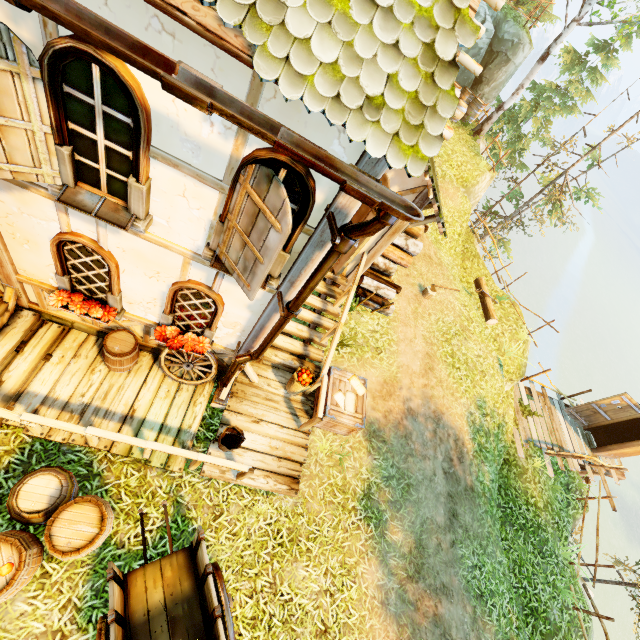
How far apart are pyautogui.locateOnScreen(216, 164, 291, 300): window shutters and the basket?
3.2m

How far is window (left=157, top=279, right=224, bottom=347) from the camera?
4.5 meters

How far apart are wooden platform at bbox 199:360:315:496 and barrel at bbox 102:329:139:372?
1.8 meters

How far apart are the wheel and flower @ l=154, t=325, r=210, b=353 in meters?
0.4

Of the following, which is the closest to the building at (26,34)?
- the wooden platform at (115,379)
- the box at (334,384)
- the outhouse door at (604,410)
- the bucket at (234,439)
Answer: the wooden platform at (115,379)

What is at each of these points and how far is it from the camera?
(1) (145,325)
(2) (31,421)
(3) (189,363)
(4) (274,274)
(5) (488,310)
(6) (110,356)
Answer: (1) building, 5.5m
(2) rail, 4.3m
(3) wheel, 5.9m
(4) window, 3.9m
(5) log, 11.6m
(6) barrel, 5.3m

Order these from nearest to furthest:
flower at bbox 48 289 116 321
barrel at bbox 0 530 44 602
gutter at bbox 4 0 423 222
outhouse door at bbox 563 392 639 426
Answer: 1. gutter at bbox 4 0 423 222
2. barrel at bbox 0 530 44 602
3. flower at bbox 48 289 116 321
4. outhouse door at bbox 563 392 639 426

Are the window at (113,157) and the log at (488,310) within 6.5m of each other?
no
